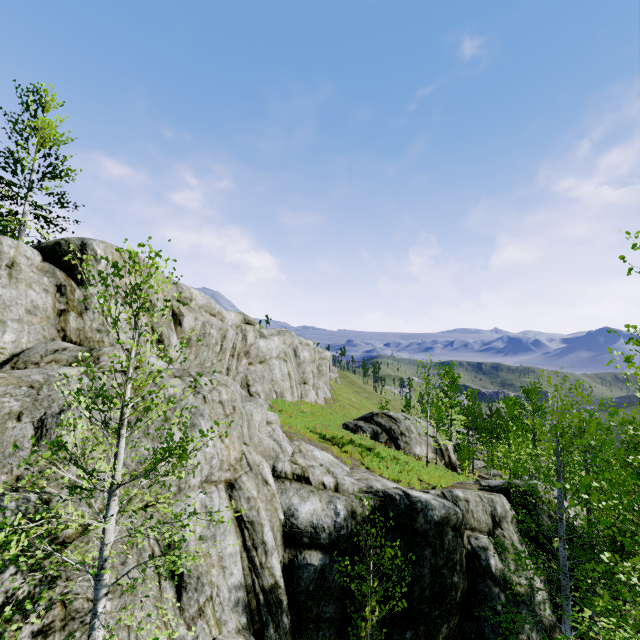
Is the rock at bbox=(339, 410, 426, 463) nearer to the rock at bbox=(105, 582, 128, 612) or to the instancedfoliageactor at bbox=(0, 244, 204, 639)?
the rock at bbox=(105, 582, 128, 612)

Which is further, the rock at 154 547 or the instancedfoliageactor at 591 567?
the rock at 154 547

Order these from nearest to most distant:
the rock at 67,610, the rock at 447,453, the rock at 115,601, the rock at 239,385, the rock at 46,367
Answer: the rock at 67,610
the rock at 115,601
the rock at 46,367
the rock at 239,385
the rock at 447,453

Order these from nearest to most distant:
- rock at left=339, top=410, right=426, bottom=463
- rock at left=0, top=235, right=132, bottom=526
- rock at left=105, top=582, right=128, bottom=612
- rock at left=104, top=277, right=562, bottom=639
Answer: rock at left=105, top=582, right=128, bottom=612 → rock at left=0, top=235, right=132, bottom=526 → rock at left=104, top=277, right=562, bottom=639 → rock at left=339, top=410, right=426, bottom=463

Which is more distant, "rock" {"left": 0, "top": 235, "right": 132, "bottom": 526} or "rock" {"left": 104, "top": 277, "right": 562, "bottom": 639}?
"rock" {"left": 104, "top": 277, "right": 562, "bottom": 639}

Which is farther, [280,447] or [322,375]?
[322,375]

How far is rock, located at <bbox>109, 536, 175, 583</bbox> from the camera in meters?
6.2
